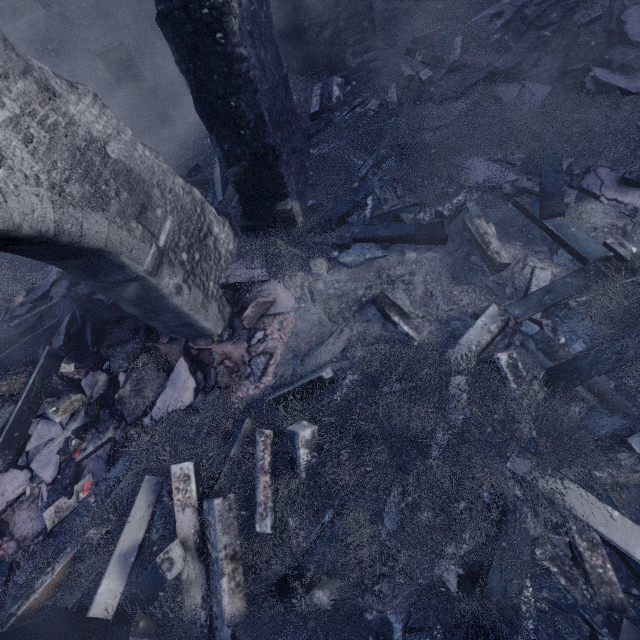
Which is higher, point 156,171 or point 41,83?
point 41,83

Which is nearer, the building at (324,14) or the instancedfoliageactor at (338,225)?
the instancedfoliageactor at (338,225)

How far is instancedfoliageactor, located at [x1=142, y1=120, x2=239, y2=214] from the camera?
5.6 meters

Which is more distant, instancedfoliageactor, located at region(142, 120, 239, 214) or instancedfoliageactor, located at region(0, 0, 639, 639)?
instancedfoliageactor, located at region(142, 120, 239, 214)

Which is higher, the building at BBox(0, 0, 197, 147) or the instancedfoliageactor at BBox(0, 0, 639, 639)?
the building at BBox(0, 0, 197, 147)

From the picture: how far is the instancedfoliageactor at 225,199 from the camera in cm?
564

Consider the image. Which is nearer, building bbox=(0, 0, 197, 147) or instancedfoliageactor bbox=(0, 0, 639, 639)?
instancedfoliageactor bbox=(0, 0, 639, 639)
